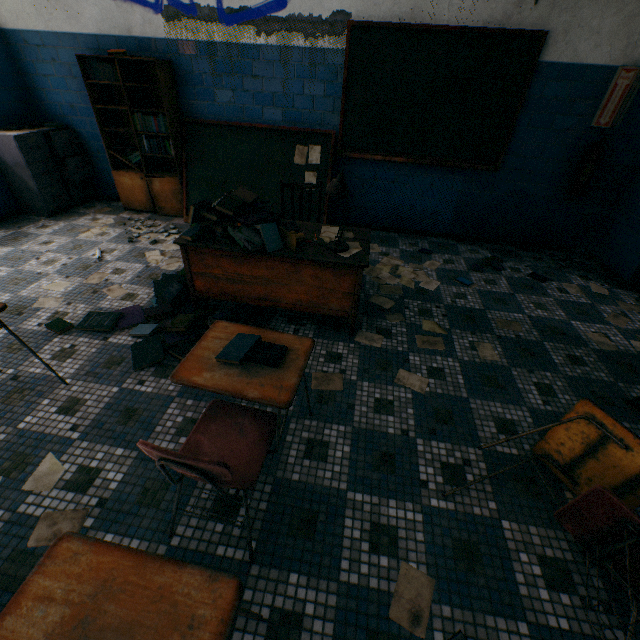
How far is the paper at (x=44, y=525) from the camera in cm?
148

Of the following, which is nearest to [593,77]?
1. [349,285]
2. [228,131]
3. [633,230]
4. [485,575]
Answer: [633,230]

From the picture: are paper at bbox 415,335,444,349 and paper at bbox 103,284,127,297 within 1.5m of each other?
no

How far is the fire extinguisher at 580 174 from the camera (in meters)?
3.57

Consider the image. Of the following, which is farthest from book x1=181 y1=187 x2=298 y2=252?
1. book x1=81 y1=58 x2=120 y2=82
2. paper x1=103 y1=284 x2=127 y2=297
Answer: book x1=81 y1=58 x2=120 y2=82

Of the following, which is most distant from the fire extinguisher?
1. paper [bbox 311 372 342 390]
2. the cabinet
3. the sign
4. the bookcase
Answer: the cabinet

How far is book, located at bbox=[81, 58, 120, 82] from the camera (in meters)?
3.73

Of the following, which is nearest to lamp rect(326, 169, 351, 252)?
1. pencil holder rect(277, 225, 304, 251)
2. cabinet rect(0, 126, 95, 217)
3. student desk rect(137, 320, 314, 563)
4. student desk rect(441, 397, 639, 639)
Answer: pencil holder rect(277, 225, 304, 251)
